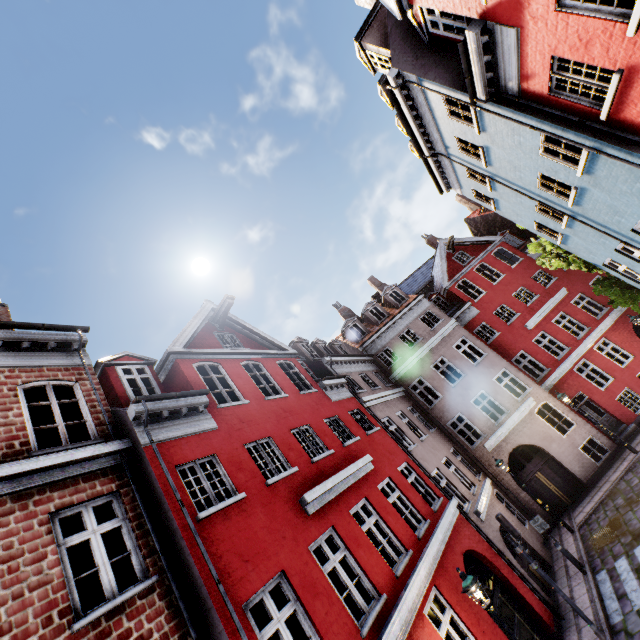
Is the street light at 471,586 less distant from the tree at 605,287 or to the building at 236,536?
the building at 236,536

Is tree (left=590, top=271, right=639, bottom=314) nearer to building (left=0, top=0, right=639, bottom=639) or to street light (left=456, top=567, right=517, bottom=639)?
building (left=0, top=0, right=639, bottom=639)

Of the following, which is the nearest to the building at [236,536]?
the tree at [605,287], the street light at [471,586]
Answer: the street light at [471,586]

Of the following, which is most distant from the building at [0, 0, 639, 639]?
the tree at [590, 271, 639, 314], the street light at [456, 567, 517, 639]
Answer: the tree at [590, 271, 639, 314]

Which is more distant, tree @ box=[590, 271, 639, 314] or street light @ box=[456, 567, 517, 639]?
tree @ box=[590, 271, 639, 314]

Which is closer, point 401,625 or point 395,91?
point 401,625
